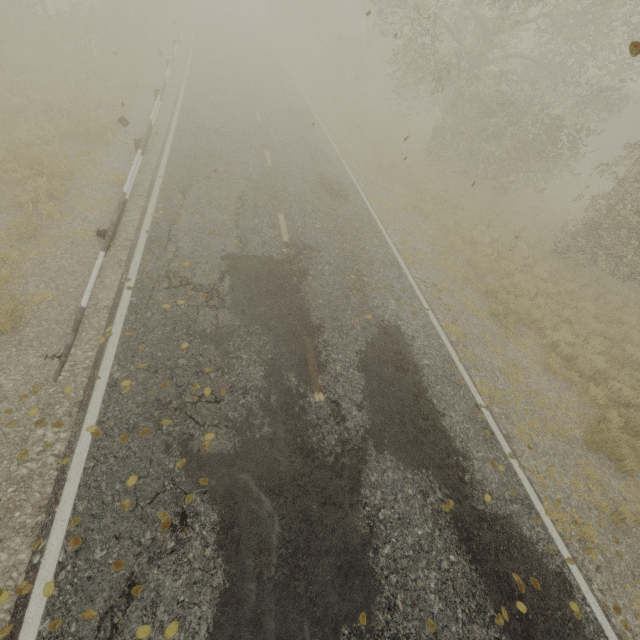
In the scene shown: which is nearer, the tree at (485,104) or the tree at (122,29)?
the tree at (485,104)

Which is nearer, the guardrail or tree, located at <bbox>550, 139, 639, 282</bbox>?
the guardrail

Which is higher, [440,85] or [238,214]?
[440,85]

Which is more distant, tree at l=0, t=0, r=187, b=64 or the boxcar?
the boxcar

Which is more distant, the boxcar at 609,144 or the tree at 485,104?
the boxcar at 609,144

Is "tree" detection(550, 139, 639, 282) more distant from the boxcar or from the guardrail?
the boxcar

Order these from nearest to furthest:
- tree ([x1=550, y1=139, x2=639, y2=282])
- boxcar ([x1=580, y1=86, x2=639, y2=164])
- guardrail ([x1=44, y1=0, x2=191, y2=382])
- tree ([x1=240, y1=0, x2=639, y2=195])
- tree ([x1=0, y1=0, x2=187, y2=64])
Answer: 1. guardrail ([x1=44, y1=0, x2=191, y2=382])
2. tree ([x1=550, y1=139, x2=639, y2=282])
3. tree ([x1=240, y1=0, x2=639, y2=195])
4. tree ([x1=0, y1=0, x2=187, y2=64])
5. boxcar ([x1=580, y1=86, x2=639, y2=164])
